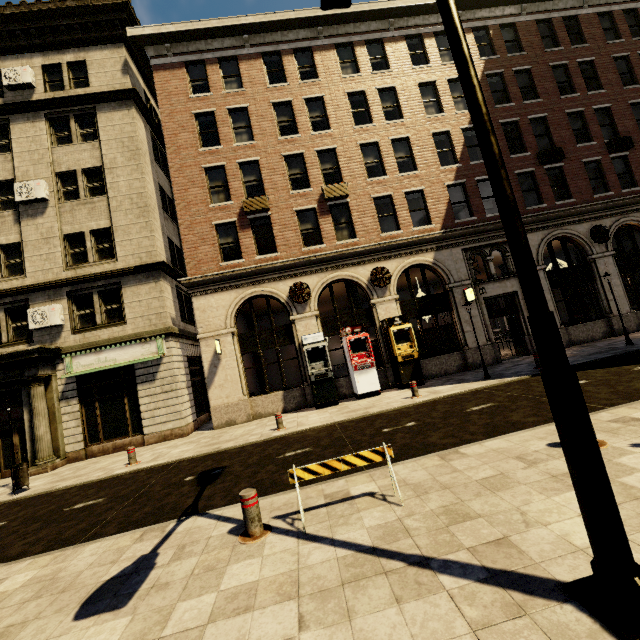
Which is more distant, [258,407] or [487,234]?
[487,234]

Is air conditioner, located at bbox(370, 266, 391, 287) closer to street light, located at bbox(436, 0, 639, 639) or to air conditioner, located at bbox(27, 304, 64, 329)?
street light, located at bbox(436, 0, 639, 639)

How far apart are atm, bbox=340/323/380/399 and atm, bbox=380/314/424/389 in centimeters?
90cm

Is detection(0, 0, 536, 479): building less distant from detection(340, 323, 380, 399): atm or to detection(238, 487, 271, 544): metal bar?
detection(340, 323, 380, 399): atm

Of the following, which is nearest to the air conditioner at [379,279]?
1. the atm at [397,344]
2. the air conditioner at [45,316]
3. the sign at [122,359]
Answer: the atm at [397,344]

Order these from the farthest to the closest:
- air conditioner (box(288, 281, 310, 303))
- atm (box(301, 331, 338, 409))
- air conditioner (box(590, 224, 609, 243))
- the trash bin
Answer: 1. air conditioner (box(590, 224, 609, 243))
2. air conditioner (box(288, 281, 310, 303))
3. atm (box(301, 331, 338, 409))
4. the trash bin

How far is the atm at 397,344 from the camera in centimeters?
1403cm

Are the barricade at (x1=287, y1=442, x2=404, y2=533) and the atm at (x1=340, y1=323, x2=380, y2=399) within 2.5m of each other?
no
